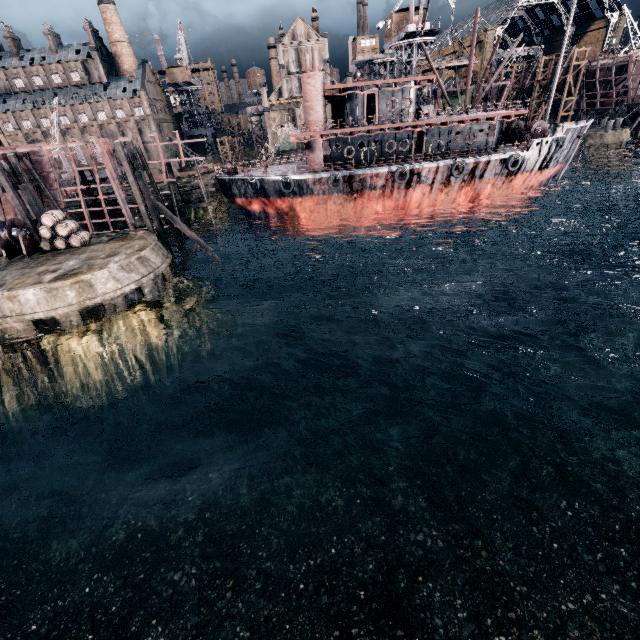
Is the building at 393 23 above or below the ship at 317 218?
above

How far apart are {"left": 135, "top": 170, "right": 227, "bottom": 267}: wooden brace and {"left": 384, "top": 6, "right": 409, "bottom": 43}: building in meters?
43.6 m

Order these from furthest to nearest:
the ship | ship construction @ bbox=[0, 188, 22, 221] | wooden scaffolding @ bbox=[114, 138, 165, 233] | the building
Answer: the building < the ship < ship construction @ bbox=[0, 188, 22, 221] < wooden scaffolding @ bbox=[114, 138, 165, 233]

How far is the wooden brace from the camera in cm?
2623

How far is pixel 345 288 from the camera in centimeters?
3147cm

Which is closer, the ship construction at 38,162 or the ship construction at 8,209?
the ship construction at 38,162

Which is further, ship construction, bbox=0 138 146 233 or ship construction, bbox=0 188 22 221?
ship construction, bbox=0 188 22 221

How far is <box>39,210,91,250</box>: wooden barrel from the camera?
22.91m
